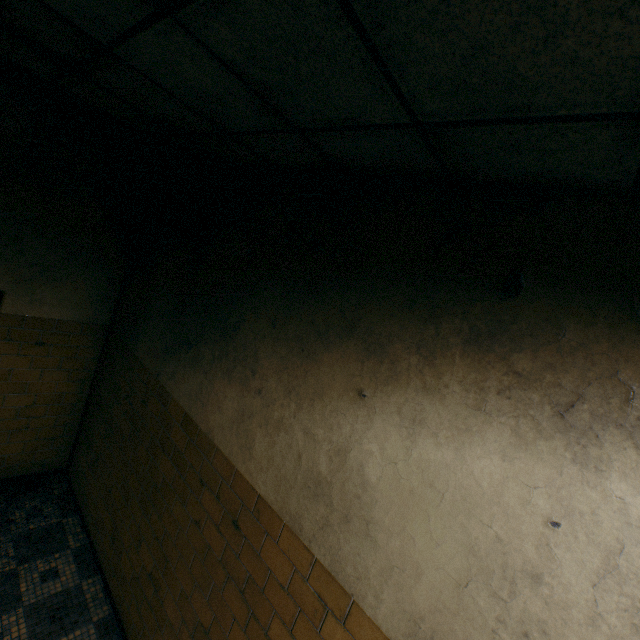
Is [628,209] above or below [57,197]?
above
